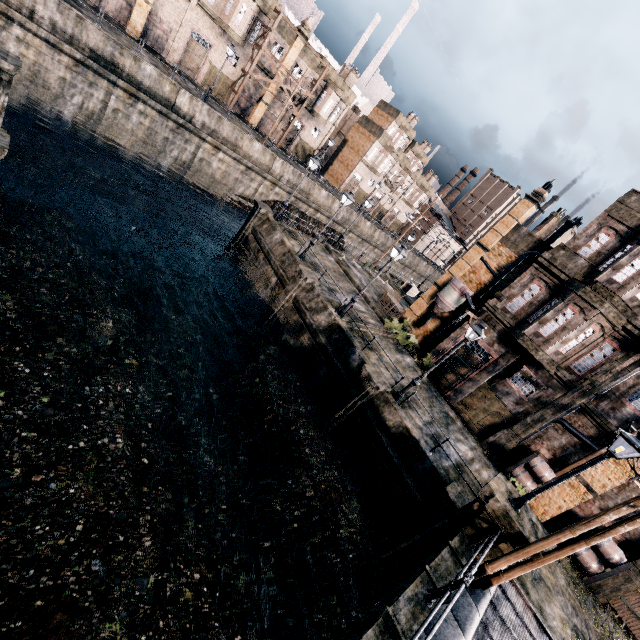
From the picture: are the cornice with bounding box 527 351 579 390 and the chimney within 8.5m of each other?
no

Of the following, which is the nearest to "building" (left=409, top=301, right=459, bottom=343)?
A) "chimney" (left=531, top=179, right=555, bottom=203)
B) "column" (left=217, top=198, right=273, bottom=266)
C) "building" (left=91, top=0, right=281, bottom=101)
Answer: "chimney" (left=531, top=179, right=555, bottom=203)

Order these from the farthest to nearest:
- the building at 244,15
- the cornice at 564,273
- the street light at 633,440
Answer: the building at 244,15
the cornice at 564,273
the street light at 633,440

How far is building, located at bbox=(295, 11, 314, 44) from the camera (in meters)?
39.12

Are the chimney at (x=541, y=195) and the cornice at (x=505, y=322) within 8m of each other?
no

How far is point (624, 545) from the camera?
16.8m

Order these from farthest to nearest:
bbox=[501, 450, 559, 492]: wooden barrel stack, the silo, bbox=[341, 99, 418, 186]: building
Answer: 1. bbox=[341, 99, 418, 186]: building
2. the silo
3. bbox=[501, 450, 559, 492]: wooden barrel stack

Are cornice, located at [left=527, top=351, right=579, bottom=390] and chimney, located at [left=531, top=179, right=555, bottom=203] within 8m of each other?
no
